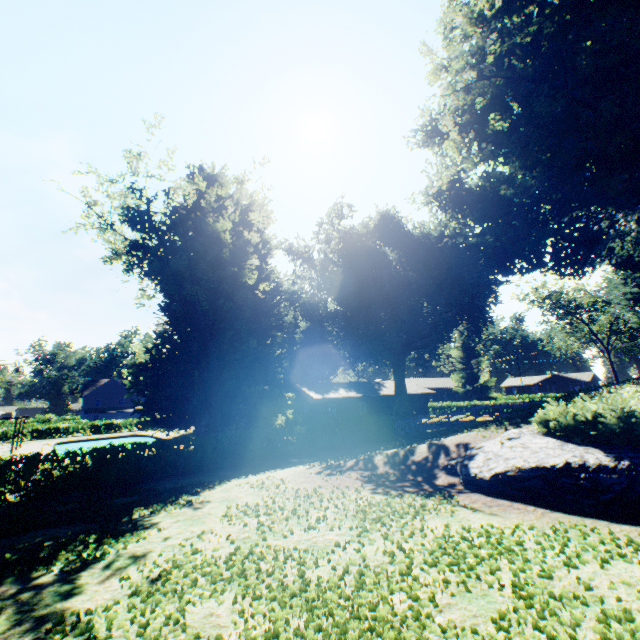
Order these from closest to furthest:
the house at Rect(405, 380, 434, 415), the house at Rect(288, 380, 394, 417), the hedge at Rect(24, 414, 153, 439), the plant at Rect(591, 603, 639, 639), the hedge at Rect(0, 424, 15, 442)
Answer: the plant at Rect(591, 603, 639, 639)
the hedge at Rect(0, 424, 15, 442)
the house at Rect(288, 380, 394, 417)
the hedge at Rect(24, 414, 153, 439)
the house at Rect(405, 380, 434, 415)

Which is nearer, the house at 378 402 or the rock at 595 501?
the rock at 595 501

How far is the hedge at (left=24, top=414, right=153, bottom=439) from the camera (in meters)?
43.62

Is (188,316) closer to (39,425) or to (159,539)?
(159,539)

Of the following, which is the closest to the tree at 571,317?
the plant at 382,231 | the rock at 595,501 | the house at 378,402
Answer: the plant at 382,231

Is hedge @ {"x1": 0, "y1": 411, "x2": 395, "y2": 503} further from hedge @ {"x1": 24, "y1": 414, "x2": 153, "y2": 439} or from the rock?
hedge @ {"x1": 24, "y1": 414, "x2": 153, "y2": 439}

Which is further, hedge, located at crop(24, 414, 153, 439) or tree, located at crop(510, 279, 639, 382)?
tree, located at crop(510, 279, 639, 382)

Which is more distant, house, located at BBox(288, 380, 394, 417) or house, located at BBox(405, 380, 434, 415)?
house, located at BBox(405, 380, 434, 415)
